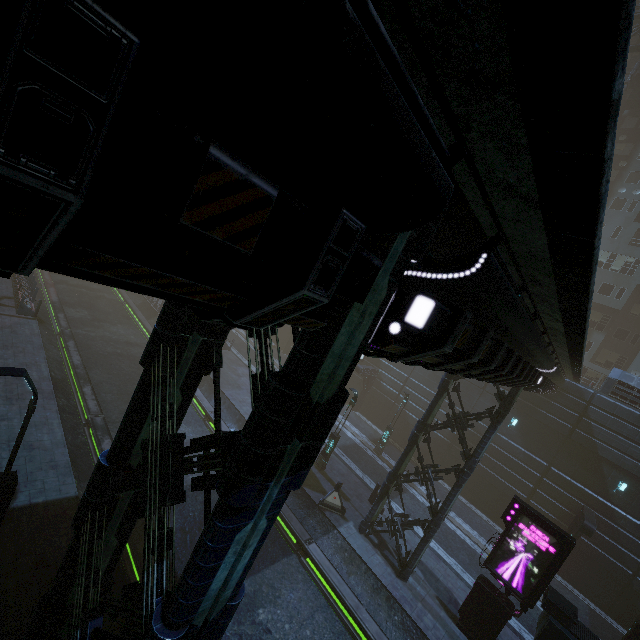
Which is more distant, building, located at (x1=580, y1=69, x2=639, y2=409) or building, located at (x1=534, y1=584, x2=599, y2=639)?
building, located at (x1=580, y1=69, x2=639, y2=409)

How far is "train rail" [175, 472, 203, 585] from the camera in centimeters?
1213cm

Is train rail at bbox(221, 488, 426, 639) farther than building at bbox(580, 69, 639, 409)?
No

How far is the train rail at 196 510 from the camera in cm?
1213

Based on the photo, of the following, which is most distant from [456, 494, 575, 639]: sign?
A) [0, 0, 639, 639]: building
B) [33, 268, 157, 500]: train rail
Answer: [33, 268, 157, 500]: train rail

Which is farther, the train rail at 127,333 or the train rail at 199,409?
the train rail at 199,409

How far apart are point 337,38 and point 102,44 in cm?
81
